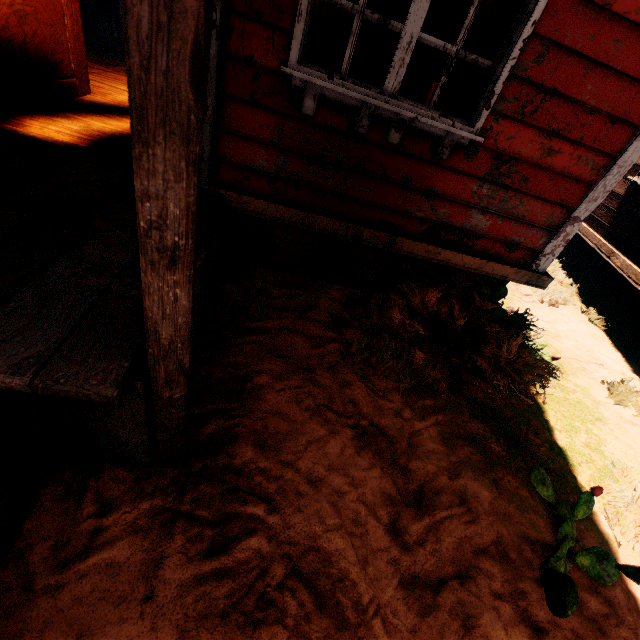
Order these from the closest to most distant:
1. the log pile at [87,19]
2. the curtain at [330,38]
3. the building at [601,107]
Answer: the building at [601,107] → the curtain at [330,38] → the log pile at [87,19]

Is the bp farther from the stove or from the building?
the stove

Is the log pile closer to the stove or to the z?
the stove

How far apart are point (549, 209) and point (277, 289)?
2.47m

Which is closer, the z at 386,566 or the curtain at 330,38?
the z at 386,566

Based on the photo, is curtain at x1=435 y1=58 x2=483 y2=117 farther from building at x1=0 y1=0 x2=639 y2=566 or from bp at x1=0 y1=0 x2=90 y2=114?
bp at x1=0 y1=0 x2=90 y2=114

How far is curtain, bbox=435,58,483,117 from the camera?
2.25m

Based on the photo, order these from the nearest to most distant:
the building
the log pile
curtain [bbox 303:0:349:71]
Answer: the building < curtain [bbox 303:0:349:71] < the log pile
